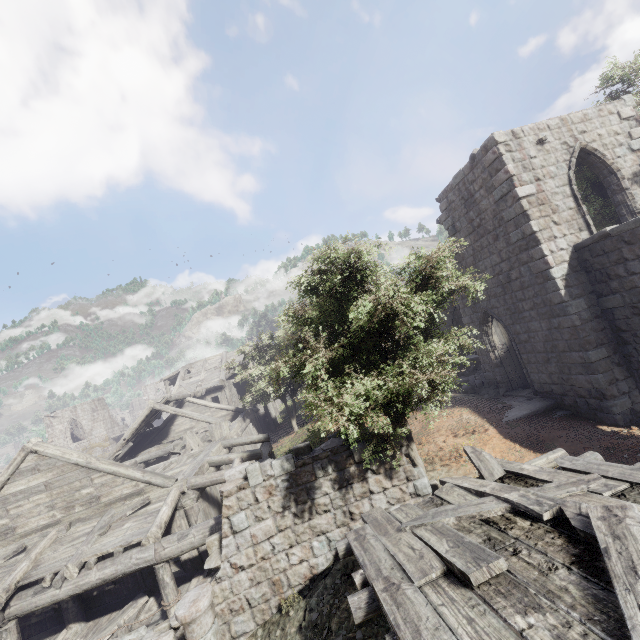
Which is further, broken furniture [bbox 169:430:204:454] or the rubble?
broken furniture [bbox 169:430:204:454]

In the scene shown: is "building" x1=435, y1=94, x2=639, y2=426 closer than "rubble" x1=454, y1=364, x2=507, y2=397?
Yes

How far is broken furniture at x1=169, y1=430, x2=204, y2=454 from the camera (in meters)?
16.80

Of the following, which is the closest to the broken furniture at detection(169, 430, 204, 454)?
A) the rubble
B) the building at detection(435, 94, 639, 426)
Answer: the building at detection(435, 94, 639, 426)

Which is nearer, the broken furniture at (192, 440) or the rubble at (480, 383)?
the rubble at (480, 383)

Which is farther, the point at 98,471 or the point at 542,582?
the point at 98,471

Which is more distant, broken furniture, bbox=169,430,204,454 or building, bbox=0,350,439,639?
broken furniture, bbox=169,430,204,454

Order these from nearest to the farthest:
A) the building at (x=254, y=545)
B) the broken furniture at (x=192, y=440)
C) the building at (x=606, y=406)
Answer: the building at (x=254, y=545) → the building at (x=606, y=406) → the broken furniture at (x=192, y=440)
